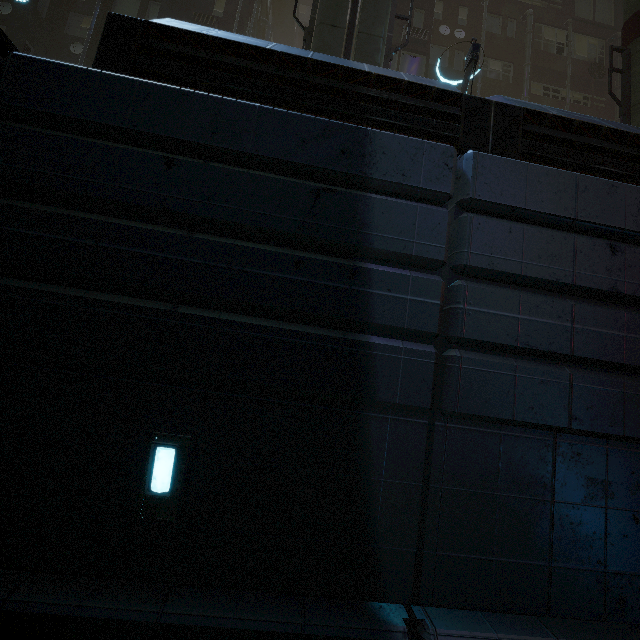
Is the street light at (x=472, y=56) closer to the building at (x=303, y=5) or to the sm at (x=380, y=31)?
the sm at (x=380, y=31)

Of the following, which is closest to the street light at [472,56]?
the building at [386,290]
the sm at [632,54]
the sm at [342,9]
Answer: the sm at [342,9]

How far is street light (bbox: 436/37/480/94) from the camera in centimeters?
944cm

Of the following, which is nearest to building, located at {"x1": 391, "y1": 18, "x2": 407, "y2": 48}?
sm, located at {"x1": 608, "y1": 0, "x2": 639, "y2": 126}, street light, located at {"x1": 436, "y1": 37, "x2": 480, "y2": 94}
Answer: sm, located at {"x1": 608, "y1": 0, "x2": 639, "y2": 126}

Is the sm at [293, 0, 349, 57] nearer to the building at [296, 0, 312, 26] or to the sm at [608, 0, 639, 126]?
the building at [296, 0, 312, 26]

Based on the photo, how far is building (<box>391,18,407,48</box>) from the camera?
15.77m

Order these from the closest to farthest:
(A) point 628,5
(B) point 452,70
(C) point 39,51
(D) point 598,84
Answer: (A) point 628,5
(C) point 39,51
(B) point 452,70
(D) point 598,84
